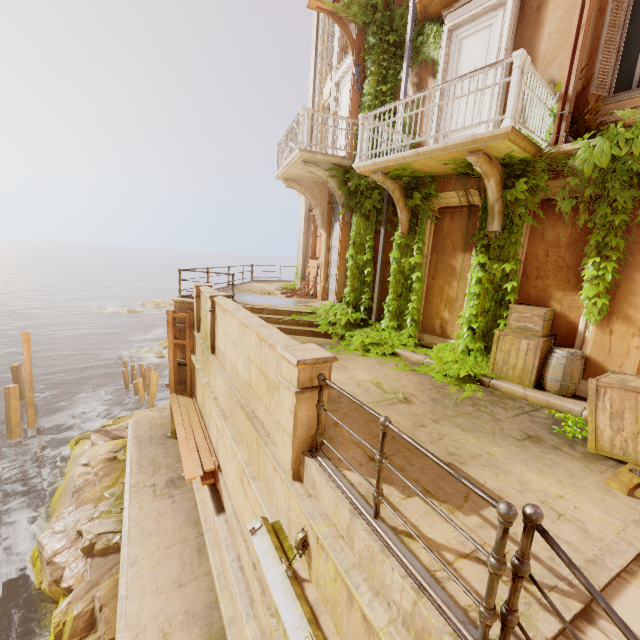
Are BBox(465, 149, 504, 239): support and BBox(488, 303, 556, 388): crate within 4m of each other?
yes

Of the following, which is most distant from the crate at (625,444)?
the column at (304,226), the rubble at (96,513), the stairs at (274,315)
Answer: the rubble at (96,513)

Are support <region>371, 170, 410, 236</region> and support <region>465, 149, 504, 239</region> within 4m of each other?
yes

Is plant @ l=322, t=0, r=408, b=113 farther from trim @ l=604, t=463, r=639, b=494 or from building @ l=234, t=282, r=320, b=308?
trim @ l=604, t=463, r=639, b=494

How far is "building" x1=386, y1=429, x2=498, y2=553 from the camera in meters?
2.9

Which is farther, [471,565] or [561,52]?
[561,52]

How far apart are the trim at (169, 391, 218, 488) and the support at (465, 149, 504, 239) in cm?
809

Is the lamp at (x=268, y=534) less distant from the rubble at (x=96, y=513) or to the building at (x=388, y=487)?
the building at (x=388, y=487)
